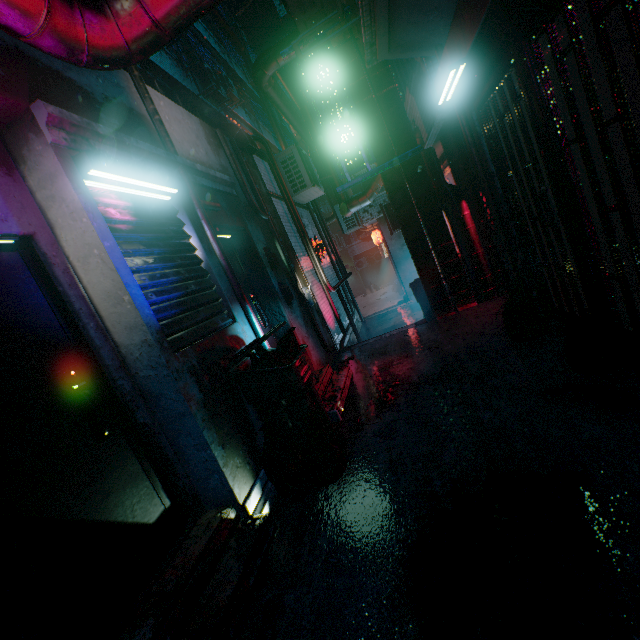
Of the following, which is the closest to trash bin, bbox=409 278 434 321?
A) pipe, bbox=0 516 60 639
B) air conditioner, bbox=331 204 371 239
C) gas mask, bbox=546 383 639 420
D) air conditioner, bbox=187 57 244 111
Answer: gas mask, bbox=546 383 639 420

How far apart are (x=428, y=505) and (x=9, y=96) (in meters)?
3.26

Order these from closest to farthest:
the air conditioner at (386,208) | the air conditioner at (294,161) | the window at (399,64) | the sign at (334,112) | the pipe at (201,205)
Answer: the pipe at (201,205)
the sign at (334,112)
the window at (399,64)
the air conditioner at (294,161)
the air conditioner at (386,208)

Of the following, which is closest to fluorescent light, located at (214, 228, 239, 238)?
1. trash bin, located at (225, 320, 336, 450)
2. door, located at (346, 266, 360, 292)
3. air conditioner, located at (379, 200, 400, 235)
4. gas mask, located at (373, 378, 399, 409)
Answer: trash bin, located at (225, 320, 336, 450)

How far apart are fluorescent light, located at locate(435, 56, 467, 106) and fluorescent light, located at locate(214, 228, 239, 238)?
2.5 meters

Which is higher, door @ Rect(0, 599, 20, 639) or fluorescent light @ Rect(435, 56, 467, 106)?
fluorescent light @ Rect(435, 56, 467, 106)

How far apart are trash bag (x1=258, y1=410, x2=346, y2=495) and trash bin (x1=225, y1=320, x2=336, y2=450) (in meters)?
0.02

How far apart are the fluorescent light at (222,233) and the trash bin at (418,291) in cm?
303
